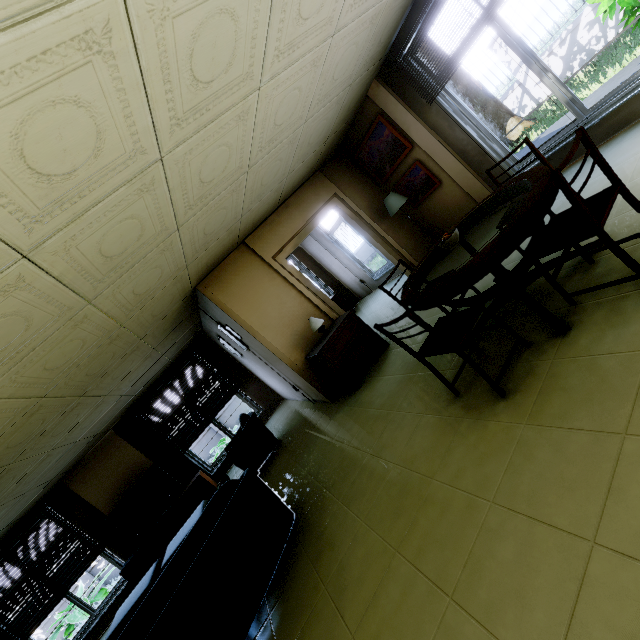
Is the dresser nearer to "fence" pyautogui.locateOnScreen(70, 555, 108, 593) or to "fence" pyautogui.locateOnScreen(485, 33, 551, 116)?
"fence" pyautogui.locateOnScreen(485, 33, 551, 116)

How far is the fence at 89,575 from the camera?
11.39m

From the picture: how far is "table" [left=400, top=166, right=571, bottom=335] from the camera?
2.0 meters

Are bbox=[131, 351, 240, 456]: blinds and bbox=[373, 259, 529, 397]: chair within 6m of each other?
no

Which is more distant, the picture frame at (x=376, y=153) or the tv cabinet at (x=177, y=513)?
the tv cabinet at (x=177, y=513)

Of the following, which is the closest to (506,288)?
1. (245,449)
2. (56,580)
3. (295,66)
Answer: (295,66)

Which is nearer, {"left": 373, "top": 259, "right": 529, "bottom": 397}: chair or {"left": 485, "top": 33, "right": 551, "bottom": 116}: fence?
{"left": 373, "top": 259, "right": 529, "bottom": 397}: chair

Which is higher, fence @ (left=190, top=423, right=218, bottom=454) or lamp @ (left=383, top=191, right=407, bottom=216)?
lamp @ (left=383, top=191, right=407, bottom=216)
